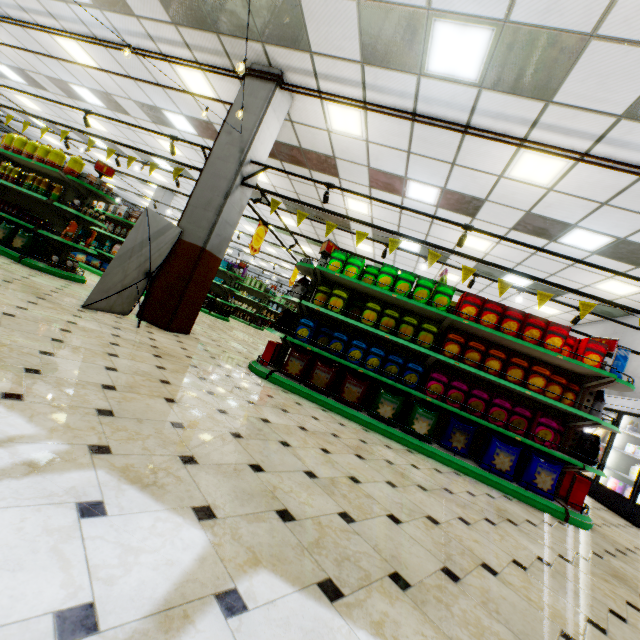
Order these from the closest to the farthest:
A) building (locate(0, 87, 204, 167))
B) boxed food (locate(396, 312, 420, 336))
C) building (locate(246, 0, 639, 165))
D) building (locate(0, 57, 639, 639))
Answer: building (locate(0, 57, 639, 639))
building (locate(246, 0, 639, 165))
boxed food (locate(396, 312, 420, 336))
building (locate(0, 87, 204, 167))

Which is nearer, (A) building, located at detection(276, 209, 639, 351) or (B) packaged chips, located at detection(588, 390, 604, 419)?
(B) packaged chips, located at detection(588, 390, 604, 419)

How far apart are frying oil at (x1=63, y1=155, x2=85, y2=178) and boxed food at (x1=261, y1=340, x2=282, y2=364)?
5.3 meters

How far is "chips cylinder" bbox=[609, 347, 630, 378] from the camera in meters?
4.3

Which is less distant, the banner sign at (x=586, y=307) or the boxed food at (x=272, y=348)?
the banner sign at (x=586, y=307)

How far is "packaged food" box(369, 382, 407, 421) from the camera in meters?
4.5 m

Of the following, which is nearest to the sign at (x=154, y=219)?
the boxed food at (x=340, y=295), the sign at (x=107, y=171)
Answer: the boxed food at (x=340, y=295)

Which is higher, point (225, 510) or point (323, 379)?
point (323, 379)
